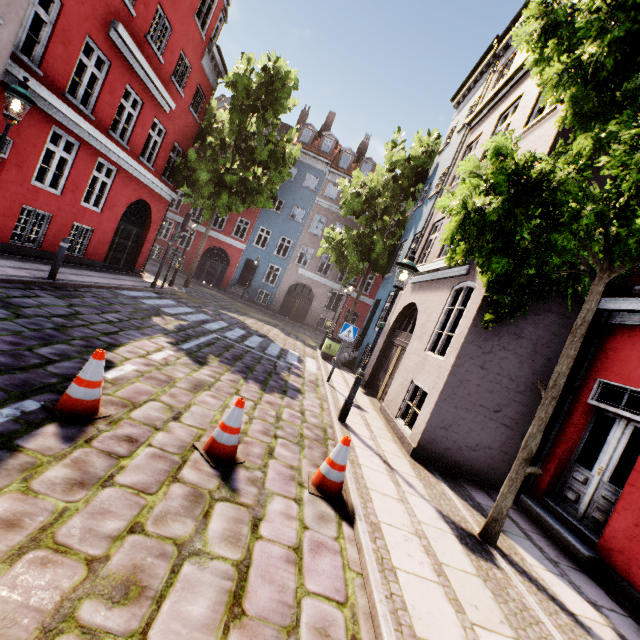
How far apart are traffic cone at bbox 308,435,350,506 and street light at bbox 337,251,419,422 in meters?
2.3

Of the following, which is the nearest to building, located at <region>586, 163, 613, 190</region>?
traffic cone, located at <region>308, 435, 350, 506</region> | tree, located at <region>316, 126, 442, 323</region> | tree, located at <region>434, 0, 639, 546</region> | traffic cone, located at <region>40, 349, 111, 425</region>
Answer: tree, located at <region>316, 126, 442, 323</region>

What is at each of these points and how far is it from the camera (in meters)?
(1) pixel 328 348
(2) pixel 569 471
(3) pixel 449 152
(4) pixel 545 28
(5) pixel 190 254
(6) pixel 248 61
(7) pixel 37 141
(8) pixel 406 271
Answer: (1) trash bin, 13.99
(2) building, 6.12
(3) building, 13.70
(4) tree, 4.38
(5) building, 27.94
(6) tree, 15.57
(7) building, 8.77
(8) street light, 6.55

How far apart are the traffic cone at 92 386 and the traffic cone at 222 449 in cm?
101

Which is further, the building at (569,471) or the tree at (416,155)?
the tree at (416,155)

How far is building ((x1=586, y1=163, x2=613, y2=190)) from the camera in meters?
6.2

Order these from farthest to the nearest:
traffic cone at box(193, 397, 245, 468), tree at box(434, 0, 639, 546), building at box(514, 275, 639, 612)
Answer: building at box(514, 275, 639, 612), traffic cone at box(193, 397, 245, 468), tree at box(434, 0, 639, 546)

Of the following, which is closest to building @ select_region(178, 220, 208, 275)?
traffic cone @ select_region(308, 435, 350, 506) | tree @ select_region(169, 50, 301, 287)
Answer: tree @ select_region(169, 50, 301, 287)
